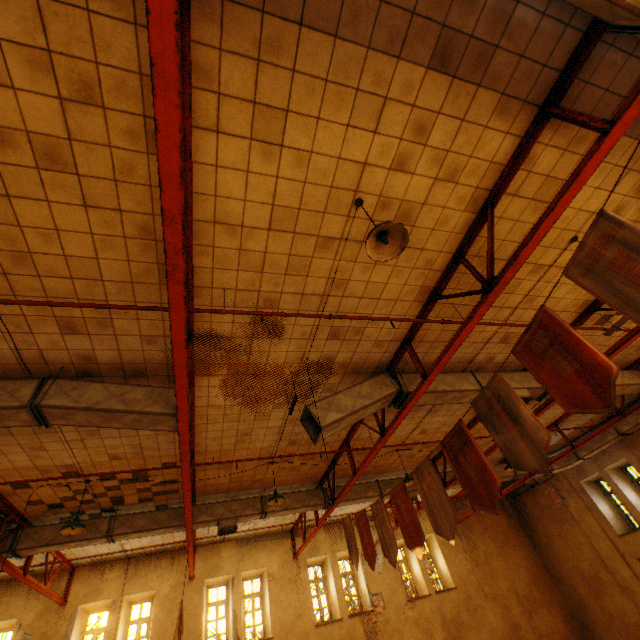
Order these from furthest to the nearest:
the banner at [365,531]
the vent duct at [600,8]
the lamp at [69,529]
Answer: the banner at [365,531] < the lamp at [69,529] < the vent duct at [600,8]

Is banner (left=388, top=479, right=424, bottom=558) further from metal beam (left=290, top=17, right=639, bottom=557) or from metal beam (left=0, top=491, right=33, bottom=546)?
metal beam (left=0, top=491, right=33, bottom=546)

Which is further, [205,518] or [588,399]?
[205,518]

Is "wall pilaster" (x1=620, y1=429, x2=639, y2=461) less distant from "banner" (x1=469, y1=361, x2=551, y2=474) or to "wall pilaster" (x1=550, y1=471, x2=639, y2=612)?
"wall pilaster" (x1=550, y1=471, x2=639, y2=612)

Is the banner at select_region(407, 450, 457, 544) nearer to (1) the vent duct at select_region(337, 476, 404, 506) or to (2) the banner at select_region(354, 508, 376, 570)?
(2) the banner at select_region(354, 508, 376, 570)

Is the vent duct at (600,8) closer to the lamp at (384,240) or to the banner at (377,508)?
the lamp at (384,240)

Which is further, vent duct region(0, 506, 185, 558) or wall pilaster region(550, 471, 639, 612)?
wall pilaster region(550, 471, 639, 612)

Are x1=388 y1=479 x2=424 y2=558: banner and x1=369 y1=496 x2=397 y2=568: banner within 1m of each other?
yes
